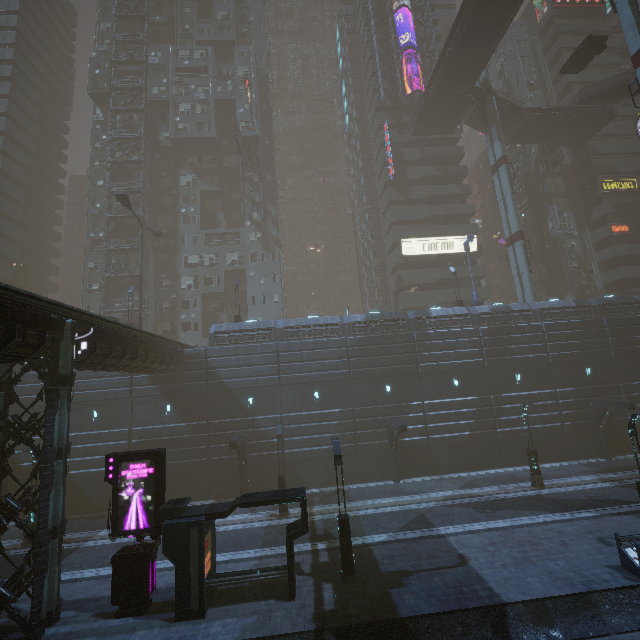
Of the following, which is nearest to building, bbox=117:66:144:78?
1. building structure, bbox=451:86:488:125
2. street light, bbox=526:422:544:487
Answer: street light, bbox=526:422:544:487

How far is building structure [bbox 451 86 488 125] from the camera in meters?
37.5 m

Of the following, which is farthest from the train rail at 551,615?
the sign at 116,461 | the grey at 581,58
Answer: the grey at 581,58

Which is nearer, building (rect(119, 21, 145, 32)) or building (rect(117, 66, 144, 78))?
building (rect(117, 66, 144, 78))

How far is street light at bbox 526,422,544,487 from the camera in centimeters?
2186cm

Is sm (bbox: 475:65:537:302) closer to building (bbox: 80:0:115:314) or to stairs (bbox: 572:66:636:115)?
stairs (bbox: 572:66:636:115)

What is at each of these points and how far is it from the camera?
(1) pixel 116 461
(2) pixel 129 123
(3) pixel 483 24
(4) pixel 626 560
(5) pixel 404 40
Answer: (1) sign, 13.6m
(2) building, 45.0m
(3) bridge, 31.3m
(4) building, 12.8m
(5) building, 49.9m

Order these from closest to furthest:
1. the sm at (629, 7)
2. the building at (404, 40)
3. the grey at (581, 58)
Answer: the sm at (629, 7), the grey at (581, 58), the building at (404, 40)
